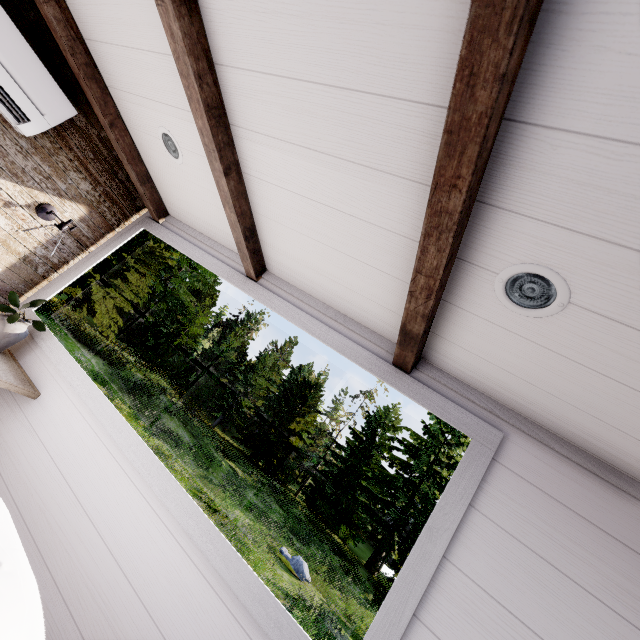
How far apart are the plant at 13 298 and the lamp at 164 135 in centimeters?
122cm

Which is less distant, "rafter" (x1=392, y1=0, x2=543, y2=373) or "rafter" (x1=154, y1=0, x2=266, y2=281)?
"rafter" (x1=392, y1=0, x2=543, y2=373)

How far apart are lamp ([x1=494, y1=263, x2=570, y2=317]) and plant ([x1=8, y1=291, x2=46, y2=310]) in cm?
254

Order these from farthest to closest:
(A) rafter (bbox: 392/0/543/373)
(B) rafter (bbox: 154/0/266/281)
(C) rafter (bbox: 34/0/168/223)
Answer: (C) rafter (bbox: 34/0/168/223) < (B) rafter (bbox: 154/0/266/281) < (A) rafter (bbox: 392/0/543/373)

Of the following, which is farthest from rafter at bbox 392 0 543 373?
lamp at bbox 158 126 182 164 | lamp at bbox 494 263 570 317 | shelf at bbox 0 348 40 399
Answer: shelf at bbox 0 348 40 399

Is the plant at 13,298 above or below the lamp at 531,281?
below

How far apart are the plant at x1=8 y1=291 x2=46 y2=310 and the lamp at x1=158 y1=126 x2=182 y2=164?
1.2 meters

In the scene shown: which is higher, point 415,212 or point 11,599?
point 415,212
